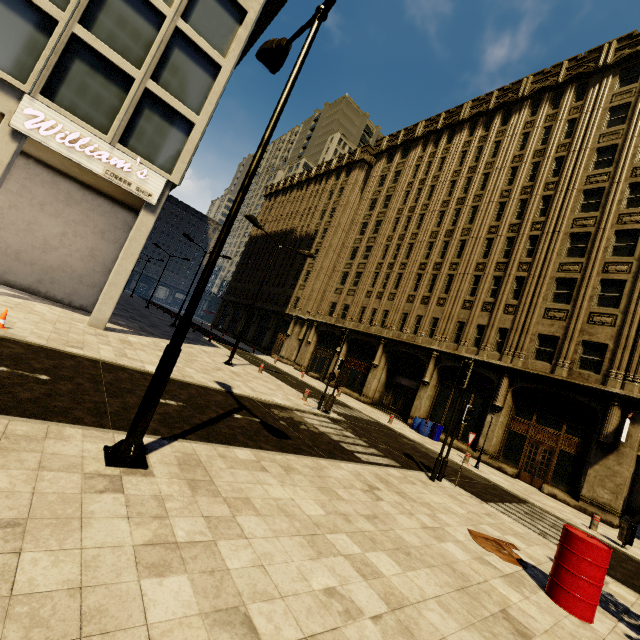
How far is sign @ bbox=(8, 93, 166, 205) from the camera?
11.1 meters

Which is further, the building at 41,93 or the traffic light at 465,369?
the building at 41,93

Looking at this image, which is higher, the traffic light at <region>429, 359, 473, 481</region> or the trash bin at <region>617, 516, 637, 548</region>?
the traffic light at <region>429, 359, 473, 481</region>

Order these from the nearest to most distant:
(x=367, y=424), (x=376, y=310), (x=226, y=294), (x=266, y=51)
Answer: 1. (x=266, y=51)
2. (x=367, y=424)
3. (x=376, y=310)
4. (x=226, y=294)

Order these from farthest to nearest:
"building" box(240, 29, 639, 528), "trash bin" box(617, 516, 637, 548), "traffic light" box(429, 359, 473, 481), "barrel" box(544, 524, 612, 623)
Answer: "building" box(240, 29, 639, 528) → "trash bin" box(617, 516, 637, 548) → "traffic light" box(429, 359, 473, 481) → "barrel" box(544, 524, 612, 623)

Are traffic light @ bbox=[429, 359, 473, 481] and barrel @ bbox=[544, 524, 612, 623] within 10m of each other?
yes

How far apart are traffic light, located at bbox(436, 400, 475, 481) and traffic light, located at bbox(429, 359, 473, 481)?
0.3 meters

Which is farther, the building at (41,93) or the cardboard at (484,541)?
the building at (41,93)
